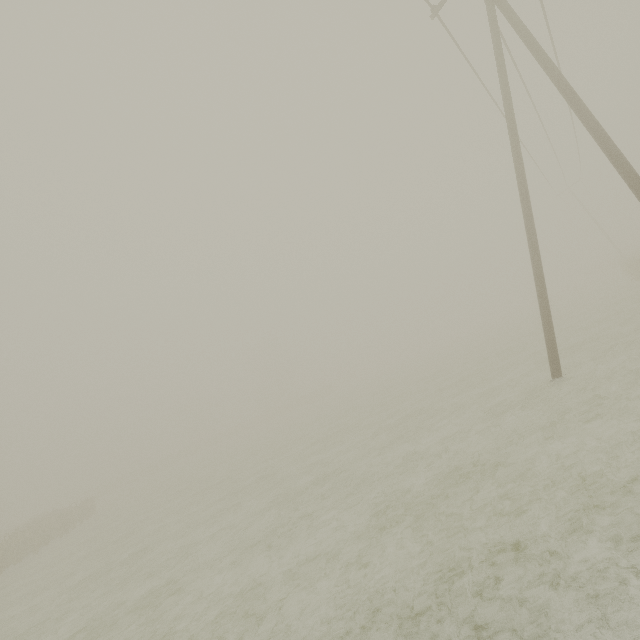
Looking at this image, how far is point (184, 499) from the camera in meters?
18.8
